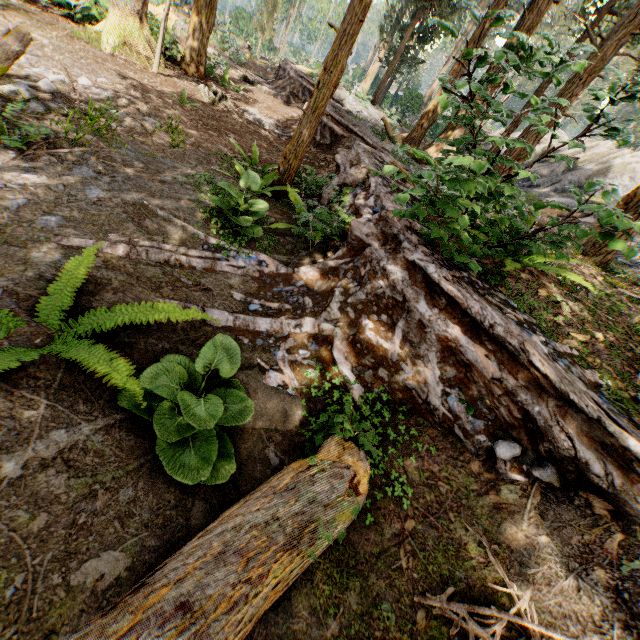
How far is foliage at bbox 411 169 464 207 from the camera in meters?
2.8

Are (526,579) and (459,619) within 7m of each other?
yes

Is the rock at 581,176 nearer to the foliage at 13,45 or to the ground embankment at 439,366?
the foliage at 13,45

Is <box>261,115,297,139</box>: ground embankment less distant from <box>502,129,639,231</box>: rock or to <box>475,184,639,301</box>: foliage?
<box>475,184,639,301</box>: foliage

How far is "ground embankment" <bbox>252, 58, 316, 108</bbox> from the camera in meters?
18.1

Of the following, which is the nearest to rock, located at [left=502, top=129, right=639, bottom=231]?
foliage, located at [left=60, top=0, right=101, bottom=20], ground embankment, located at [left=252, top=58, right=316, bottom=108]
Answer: foliage, located at [left=60, top=0, right=101, bottom=20]
